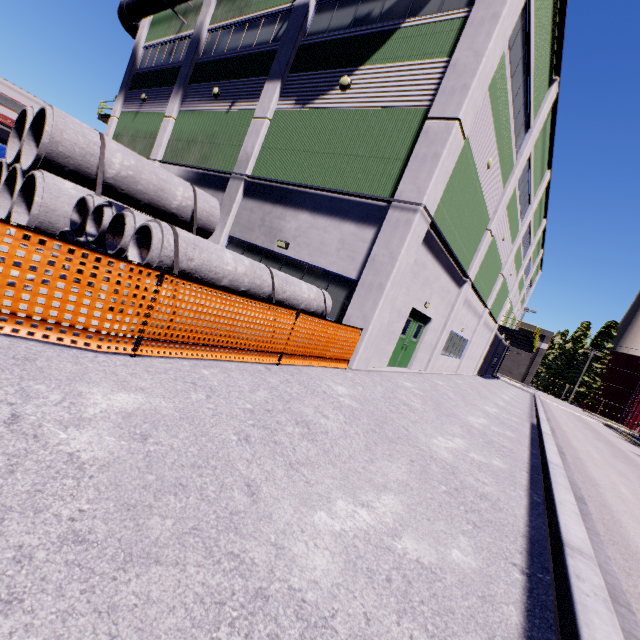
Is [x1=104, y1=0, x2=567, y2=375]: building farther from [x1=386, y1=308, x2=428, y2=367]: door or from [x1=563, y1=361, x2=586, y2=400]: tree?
[x1=563, y1=361, x2=586, y2=400]: tree

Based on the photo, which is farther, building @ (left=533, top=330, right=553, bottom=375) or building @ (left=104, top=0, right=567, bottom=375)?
building @ (left=533, top=330, right=553, bottom=375)

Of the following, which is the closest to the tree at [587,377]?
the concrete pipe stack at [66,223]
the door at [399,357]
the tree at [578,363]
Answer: the tree at [578,363]

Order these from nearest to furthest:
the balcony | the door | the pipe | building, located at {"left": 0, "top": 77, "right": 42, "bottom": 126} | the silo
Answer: the door, the pipe, the balcony, the silo, building, located at {"left": 0, "top": 77, "right": 42, "bottom": 126}

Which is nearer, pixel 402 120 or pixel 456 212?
pixel 402 120

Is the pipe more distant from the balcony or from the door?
the balcony

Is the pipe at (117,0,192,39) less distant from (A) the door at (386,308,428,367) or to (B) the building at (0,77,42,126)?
(B) the building at (0,77,42,126)

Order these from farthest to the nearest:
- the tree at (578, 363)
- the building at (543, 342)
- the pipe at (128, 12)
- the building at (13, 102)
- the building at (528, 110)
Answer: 1. the building at (543, 342)
2. the tree at (578, 363)
3. the building at (13, 102)
4. the pipe at (128, 12)
5. the building at (528, 110)
